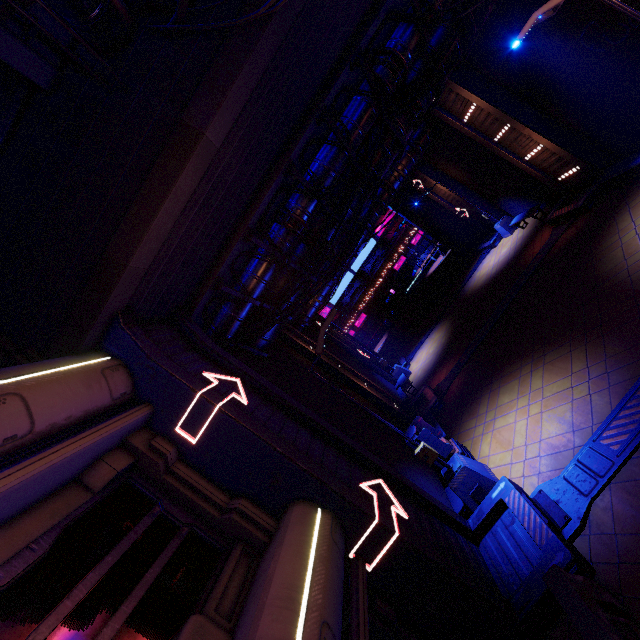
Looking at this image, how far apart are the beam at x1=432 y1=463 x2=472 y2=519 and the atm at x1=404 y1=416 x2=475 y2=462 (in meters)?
0.18

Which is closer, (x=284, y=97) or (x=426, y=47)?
(x=284, y=97)

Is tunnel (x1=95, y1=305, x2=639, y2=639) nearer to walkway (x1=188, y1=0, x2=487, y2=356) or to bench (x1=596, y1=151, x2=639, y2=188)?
walkway (x1=188, y1=0, x2=487, y2=356)

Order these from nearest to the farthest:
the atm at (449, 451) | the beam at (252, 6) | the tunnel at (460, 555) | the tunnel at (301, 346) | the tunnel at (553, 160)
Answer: the beam at (252, 6) → the tunnel at (460, 555) → the atm at (449, 451) → the tunnel at (553, 160) → the tunnel at (301, 346)

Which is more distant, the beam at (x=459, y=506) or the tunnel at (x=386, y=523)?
the beam at (x=459, y=506)

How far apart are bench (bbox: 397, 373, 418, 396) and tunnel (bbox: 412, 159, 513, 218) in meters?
11.9

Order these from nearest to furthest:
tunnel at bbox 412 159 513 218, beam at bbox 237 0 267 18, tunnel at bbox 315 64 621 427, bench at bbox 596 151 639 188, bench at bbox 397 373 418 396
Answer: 1. beam at bbox 237 0 267 18
2. bench at bbox 596 151 639 188
3. tunnel at bbox 315 64 621 427
4. bench at bbox 397 373 418 396
5. tunnel at bbox 412 159 513 218

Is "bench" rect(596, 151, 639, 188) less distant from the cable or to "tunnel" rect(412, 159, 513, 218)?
"tunnel" rect(412, 159, 513, 218)
